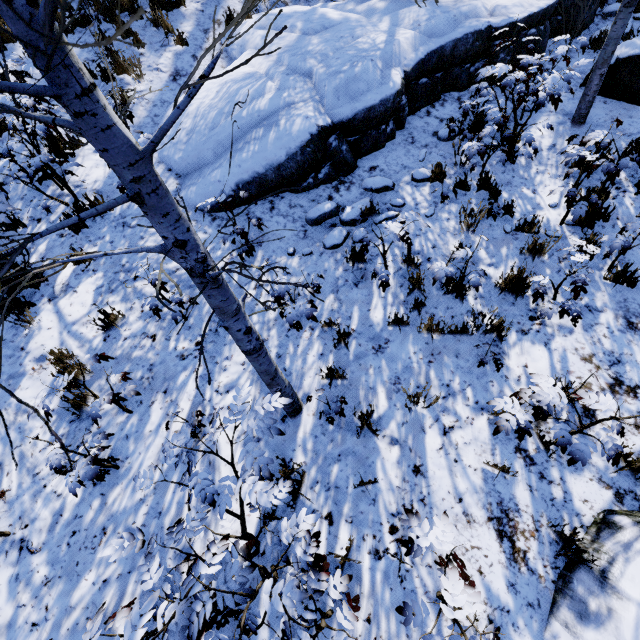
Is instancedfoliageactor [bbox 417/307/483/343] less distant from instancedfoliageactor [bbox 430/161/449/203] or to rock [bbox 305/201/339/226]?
instancedfoliageactor [bbox 430/161/449/203]

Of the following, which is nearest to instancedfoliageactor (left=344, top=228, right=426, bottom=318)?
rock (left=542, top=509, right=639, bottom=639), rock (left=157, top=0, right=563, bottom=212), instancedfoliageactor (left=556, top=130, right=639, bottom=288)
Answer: instancedfoliageactor (left=556, top=130, right=639, bottom=288)

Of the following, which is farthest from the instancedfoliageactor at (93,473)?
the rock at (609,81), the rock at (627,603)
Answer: the rock at (609,81)

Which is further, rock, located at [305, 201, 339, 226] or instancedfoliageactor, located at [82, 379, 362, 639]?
rock, located at [305, 201, 339, 226]

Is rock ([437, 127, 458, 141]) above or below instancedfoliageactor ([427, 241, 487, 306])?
above

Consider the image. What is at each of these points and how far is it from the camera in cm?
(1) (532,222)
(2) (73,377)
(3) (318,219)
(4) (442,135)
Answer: (1) instancedfoliageactor, 456
(2) instancedfoliageactor, 380
(3) rock, 505
(4) rock, 589

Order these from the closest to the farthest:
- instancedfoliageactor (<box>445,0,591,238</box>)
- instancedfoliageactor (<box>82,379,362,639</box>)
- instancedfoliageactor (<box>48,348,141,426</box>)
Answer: instancedfoliageactor (<box>82,379,362,639</box>) < instancedfoliageactor (<box>48,348,141,426</box>) < instancedfoliageactor (<box>445,0,591,238</box>)

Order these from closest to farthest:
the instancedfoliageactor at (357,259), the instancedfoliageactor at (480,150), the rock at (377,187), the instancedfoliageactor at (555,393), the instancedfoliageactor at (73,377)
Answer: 1. the instancedfoliageactor at (555,393)
2. the instancedfoliageactor at (73,377)
3. the instancedfoliageactor at (357,259)
4. the instancedfoliageactor at (480,150)
5. the rock at (377,187)
